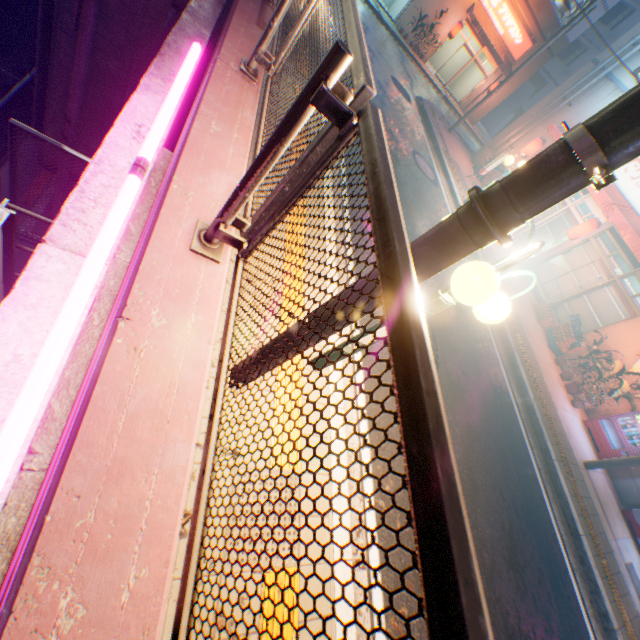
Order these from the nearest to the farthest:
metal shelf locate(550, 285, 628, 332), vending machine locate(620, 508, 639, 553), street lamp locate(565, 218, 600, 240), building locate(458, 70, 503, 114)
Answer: vending machine locate(620, 508, 639, 553) < street lamp locate(565, 218, 600, 240) < metal shelf locate(550, 285, 628, 332) < building locate(458, 70, 503, 114)

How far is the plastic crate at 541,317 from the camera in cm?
1051

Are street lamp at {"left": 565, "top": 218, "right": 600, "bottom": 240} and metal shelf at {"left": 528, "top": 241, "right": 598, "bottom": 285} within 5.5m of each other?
yes

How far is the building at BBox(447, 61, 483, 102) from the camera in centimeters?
2405cm

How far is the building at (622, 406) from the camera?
9.76m

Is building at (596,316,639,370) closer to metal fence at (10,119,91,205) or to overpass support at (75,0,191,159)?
metal fence at (10,119,91,205)

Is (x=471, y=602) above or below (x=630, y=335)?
above

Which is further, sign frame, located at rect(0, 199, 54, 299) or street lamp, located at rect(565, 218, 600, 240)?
street lamp, located at rect(565, 218, 600, 240)
